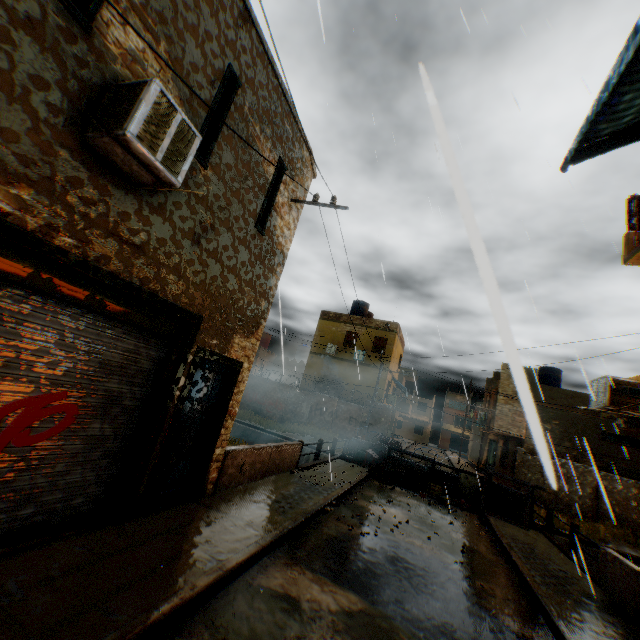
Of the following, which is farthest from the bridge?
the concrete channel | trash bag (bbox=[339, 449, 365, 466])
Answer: trash bag (bbox=[339, 449, 365, 466])

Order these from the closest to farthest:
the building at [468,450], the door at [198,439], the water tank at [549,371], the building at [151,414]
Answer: the building at [151,414], the door at [198,439], the water tank at [549,371], the building at [468,450]

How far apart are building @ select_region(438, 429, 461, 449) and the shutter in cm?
4819

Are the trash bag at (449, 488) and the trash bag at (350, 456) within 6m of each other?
yes

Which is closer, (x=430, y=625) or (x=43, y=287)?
(x=43, y=287)

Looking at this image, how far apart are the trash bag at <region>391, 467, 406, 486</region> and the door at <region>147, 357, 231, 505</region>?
10.7m

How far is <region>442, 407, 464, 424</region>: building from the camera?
Answer: 58.28m

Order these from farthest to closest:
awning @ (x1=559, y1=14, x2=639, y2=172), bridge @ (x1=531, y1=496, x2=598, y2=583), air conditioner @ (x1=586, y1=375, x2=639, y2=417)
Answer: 1. bridge @ (x1=531, y1=496, x2=598, y2=583)
2. air conditioner @ (x1=586, y1=375, x2=639, y2=417)
3. awning @ (x1=559, y1=14, x2=639, y2=172)
